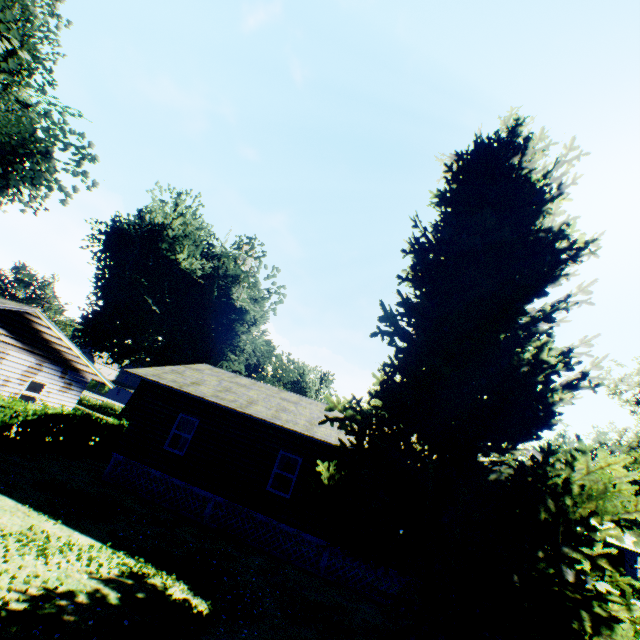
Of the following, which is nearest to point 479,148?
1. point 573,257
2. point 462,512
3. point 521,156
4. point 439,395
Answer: point 521,156

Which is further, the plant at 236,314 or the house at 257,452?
the plant at 236,314

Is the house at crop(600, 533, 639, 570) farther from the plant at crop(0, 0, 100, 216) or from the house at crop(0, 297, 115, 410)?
the house at crop(0, 297, 115, 410)

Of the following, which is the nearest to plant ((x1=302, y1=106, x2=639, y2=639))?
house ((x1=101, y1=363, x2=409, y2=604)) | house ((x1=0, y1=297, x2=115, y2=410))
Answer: house ((x1=101, y1=363, x2=409, y2=604))

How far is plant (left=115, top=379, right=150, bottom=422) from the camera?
32.28m

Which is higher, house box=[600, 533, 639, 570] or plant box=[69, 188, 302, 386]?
plant box=[69, 188, 302, 386]

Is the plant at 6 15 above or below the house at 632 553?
above
